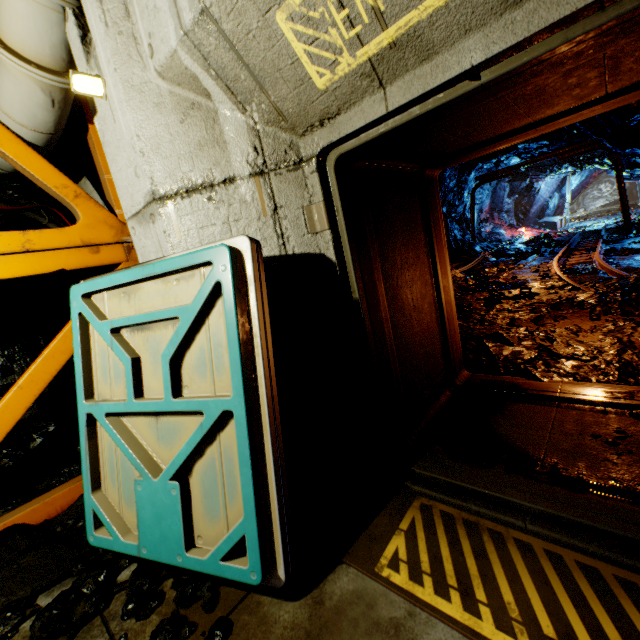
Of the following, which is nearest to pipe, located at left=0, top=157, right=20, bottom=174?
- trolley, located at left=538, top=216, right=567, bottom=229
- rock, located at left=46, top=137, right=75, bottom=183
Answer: rock, located at left=46, top=137, right=75, bottom=183

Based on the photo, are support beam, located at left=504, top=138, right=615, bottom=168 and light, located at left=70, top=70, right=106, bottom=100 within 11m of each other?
no

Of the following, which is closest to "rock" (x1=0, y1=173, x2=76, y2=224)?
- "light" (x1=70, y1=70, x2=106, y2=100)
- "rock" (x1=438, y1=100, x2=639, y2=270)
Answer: "light" (x1=70, y1=70, x2=106, y2=100)

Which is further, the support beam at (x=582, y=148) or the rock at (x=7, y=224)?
the support beam at (x=582, y=148)

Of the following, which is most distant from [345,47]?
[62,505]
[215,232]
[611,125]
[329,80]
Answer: [611,125]

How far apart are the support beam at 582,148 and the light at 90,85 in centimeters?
1542cm

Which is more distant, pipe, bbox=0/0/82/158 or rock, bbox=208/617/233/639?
pipe, bbox=0/0/82/158

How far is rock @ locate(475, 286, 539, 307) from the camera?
6.03m
